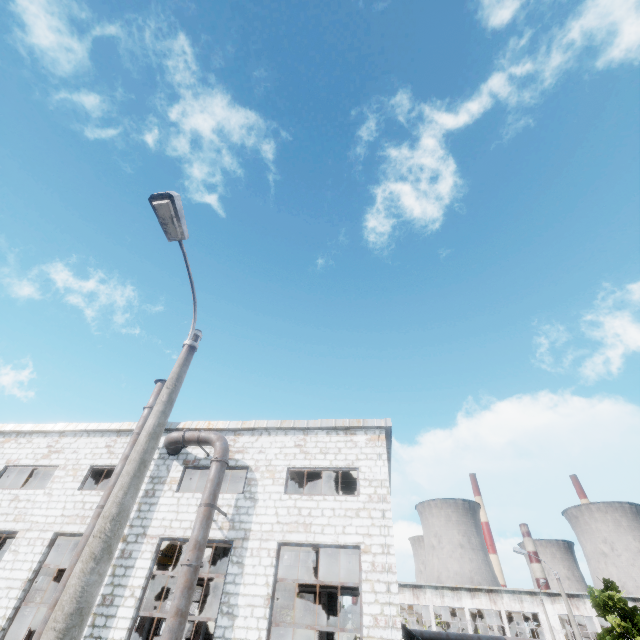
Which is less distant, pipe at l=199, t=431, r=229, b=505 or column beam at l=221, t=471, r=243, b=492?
pipe at l=199, t=431, r=229, b=505

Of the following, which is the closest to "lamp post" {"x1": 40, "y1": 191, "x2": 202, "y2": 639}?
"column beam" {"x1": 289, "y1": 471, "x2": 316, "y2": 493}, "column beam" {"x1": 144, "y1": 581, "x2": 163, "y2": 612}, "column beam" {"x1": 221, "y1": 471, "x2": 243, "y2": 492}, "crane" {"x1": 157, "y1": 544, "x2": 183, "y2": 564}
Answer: "column beam" {"x1": 289, "y1": 471, "x2": 316, "y2": 493}

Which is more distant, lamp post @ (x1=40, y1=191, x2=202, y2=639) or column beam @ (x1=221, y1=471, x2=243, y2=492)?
column beam @ (x1=221, y1=471, x2=243, y2=492)

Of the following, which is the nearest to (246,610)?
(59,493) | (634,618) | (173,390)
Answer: (173,390)

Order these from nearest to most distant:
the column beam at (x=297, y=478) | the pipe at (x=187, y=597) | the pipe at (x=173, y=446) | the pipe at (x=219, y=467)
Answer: the pipe at (x=187, y=597), the pipe at (x=219, y=467), the pipe at (x=173, y=446), the column beam at (x=297, y=478)

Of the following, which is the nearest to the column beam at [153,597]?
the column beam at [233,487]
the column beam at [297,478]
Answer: the column beam at [233,487]

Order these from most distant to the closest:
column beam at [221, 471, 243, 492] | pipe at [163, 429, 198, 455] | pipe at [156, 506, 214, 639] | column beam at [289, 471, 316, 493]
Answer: column beam at [221, 471, 243, 492] → column beam at [289, 471, 316, 493] → pipe at [163, 429, 198, 455] → pipe at [156, 506, 214, 639]
